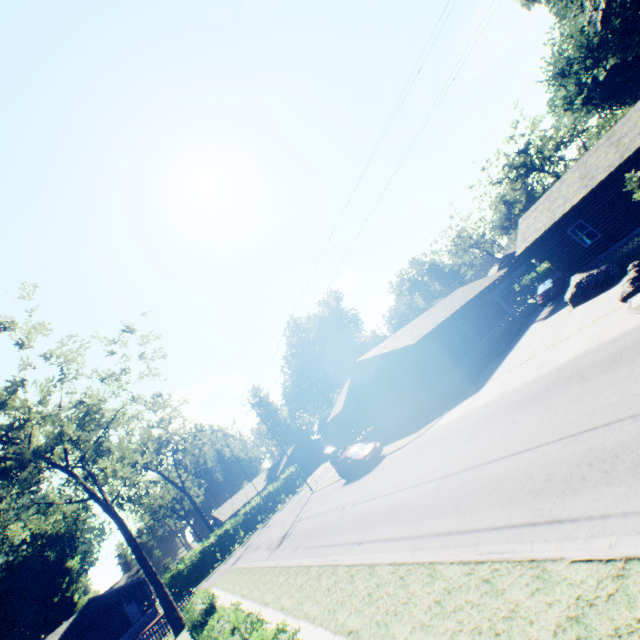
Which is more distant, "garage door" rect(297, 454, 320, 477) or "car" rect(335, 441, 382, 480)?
"garage door" rect(297, 454, 320, 477)

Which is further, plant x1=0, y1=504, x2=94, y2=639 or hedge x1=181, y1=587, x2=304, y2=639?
plant x1=0, y1=504, x2=94, y2=639

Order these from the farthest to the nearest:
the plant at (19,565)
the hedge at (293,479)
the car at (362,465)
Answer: the plant at (19,565)
the hedge at (293,479)
the car at (362,465)

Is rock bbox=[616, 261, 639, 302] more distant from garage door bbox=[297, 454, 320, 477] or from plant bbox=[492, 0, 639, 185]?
garage door bbox=[297, 454, 320, 477]

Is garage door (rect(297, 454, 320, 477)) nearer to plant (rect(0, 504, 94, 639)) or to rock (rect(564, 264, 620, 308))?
plant (rect(0, 504, 94, 639))

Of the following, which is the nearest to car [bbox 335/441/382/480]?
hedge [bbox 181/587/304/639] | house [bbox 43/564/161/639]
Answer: hedge [bbox 181/587/304/639]

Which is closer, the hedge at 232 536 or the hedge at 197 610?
the hedge at 197 610

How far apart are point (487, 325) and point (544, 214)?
11.2 meters
